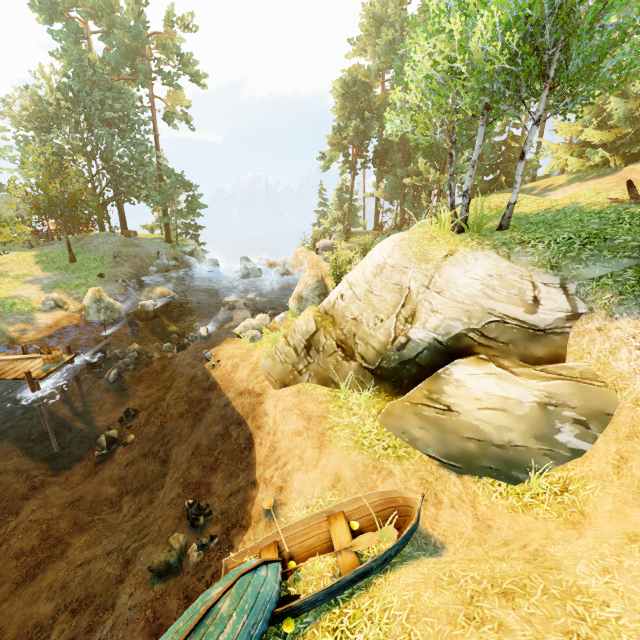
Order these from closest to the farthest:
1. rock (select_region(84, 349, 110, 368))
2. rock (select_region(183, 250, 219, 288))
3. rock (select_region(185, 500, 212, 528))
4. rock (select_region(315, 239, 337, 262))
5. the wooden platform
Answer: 1. rock (select_region(185, 500, 212, 528))
2. the wooden platform
3. rock (select_region(84, 349, 110, 368))
4. rock (select_region(315, 239, 337, 262))
5. rock (select_region(183, 250, 219, 288))

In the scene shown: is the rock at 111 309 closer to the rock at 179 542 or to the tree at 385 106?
the tree at 385 106

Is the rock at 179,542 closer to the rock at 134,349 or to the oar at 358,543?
the oar at 358,543

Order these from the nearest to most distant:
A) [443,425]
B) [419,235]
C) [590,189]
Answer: [443,425], [419,235], [590,189]

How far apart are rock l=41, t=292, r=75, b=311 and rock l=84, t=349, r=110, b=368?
5.0m

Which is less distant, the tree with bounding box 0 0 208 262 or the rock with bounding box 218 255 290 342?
the rock with bounding box 218 255 290 342

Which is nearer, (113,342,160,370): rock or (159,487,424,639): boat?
(159,487,424,639): boat

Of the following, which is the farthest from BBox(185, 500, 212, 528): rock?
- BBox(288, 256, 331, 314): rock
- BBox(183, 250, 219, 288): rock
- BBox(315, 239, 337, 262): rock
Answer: BBox(183, 250, 219, 288): rock
